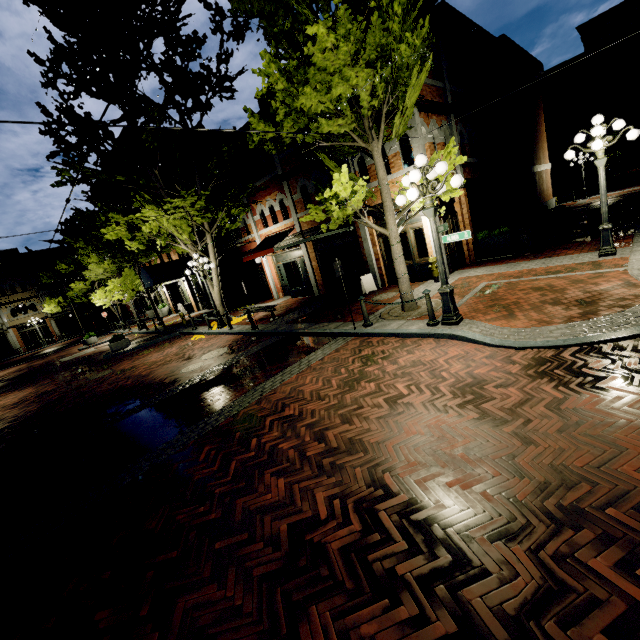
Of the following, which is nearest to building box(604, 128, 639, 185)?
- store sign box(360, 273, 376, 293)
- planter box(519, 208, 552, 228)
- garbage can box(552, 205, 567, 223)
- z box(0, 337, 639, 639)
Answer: z box(0, 337, 639, 639)

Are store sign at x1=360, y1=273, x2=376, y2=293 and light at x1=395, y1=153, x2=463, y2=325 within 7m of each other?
yes

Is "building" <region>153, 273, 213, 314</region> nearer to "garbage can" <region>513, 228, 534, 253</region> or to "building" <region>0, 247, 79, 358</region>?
"garbage can" <region>513, 228, 534, 253</region>

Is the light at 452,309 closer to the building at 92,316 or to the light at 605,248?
the light at 605,248

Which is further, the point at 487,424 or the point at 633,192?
the point at 633,192

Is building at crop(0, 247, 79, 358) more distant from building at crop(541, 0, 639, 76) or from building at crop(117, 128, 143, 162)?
building at crop(541, 0, 639, 76)

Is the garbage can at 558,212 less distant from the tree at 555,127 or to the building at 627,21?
the tree at 555,127

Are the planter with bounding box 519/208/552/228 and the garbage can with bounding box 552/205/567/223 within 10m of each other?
yes
